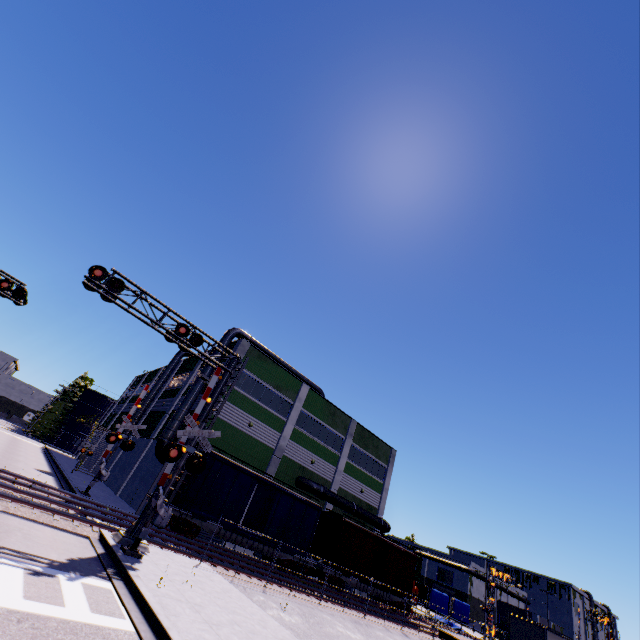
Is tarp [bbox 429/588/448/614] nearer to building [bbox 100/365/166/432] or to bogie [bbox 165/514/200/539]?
building [bbox 100/365/166/432]

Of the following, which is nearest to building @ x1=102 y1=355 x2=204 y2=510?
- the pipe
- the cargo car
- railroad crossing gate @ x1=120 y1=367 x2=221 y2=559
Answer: the pipe

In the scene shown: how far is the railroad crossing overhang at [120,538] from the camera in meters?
12.4 m

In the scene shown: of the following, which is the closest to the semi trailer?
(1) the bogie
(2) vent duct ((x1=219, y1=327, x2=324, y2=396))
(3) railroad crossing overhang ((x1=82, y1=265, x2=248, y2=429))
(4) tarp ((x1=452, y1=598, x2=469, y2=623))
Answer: (4) tarp ((x1=452, y1=598, x2=469, y2=623))

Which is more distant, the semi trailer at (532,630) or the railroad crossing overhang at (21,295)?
the semi trailer at (532,630)

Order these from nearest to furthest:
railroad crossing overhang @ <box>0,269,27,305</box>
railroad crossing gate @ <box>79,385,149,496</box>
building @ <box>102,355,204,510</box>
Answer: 1. railroad crossing overhang @ <box>0,269,27,305</box>
2. railroad crossing gate @ <box>79,385,149,496</box>
3. building @ <box>102,355,204,510</box>

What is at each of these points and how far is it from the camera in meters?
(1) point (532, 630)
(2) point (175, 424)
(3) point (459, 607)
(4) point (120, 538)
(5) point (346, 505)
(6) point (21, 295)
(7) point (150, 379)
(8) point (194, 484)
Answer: (1) semi trailer, 24.7
(2) vent duct, 25.0
(3) tarp, 41.7
(4) railroad crossing overhang, 12.4
(5) pipe, 31.5
(6) railroad crossing overhang, 18.7
(7) building, 48.7
(8) cargo car, 19.7

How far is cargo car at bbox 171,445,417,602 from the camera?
20.1 meters
